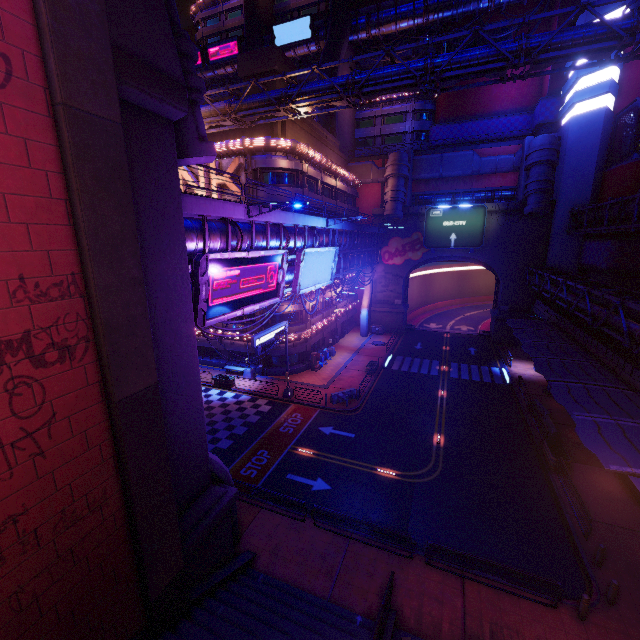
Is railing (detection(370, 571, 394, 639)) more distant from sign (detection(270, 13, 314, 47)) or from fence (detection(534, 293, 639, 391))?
sign (detection(270, 13, 314, 47))

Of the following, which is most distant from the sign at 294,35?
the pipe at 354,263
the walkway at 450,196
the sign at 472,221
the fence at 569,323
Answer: the fence at 569,323

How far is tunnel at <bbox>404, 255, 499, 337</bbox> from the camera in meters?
46.5

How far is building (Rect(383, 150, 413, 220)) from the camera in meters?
42.3 m

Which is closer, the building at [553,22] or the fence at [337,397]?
the fence at [337,397]

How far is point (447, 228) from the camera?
43.8 meters

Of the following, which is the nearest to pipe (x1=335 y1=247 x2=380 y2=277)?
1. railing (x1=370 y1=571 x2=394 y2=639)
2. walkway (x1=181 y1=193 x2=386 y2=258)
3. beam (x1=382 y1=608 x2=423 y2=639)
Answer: walkway (x1=181 y1=193 x2=386 y2=258)

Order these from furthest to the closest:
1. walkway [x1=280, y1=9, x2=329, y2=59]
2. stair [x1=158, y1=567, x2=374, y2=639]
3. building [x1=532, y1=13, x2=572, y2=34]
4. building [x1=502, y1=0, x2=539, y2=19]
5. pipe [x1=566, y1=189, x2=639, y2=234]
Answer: walkway [x1=280, y1=9, x2=329, y2=59], building [x1=502, y1=0, x2=539, y2=19], building [x1=532, y1=13, x2=572, y2=34], pipe [x1=566, y1=189, x2=639, y2=234], stair [x1=158, y1=567, x2=374, y2=639]
